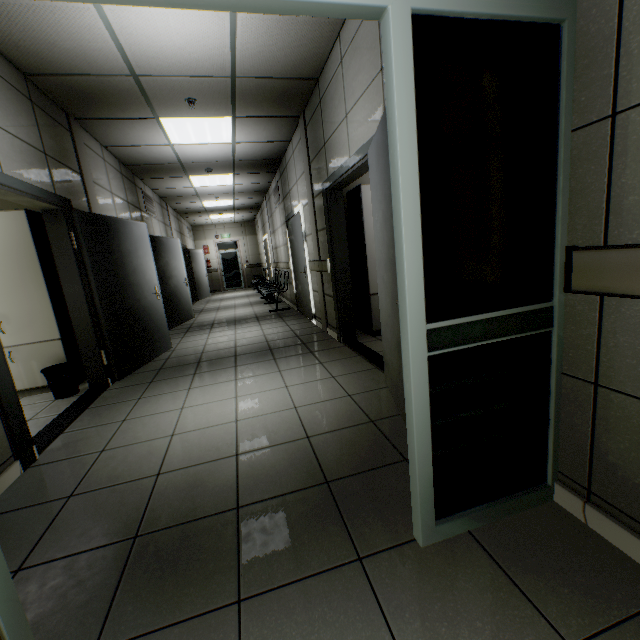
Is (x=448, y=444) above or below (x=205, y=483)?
above

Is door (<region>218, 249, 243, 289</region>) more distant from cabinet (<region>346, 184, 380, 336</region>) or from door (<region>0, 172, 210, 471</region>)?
cabinet (<region>346, 184, 380, 336</region>)

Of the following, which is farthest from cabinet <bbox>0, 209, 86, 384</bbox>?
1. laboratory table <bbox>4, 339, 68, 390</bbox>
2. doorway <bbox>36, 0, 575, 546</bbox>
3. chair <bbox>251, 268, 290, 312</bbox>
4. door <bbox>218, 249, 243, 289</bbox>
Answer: door <bbox>218, 249, 243, 289</bbox>

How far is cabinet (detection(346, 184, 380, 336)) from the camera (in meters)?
4.34

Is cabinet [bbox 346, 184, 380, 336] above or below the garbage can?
above

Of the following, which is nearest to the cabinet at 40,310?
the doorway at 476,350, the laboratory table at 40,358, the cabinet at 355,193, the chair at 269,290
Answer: the laboratory table at 40,358

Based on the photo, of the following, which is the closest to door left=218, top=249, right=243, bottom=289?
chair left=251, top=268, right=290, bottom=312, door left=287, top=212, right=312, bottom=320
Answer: chair left=251, top=268, right=290, bottom=312

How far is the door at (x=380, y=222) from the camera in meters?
2.1 m
